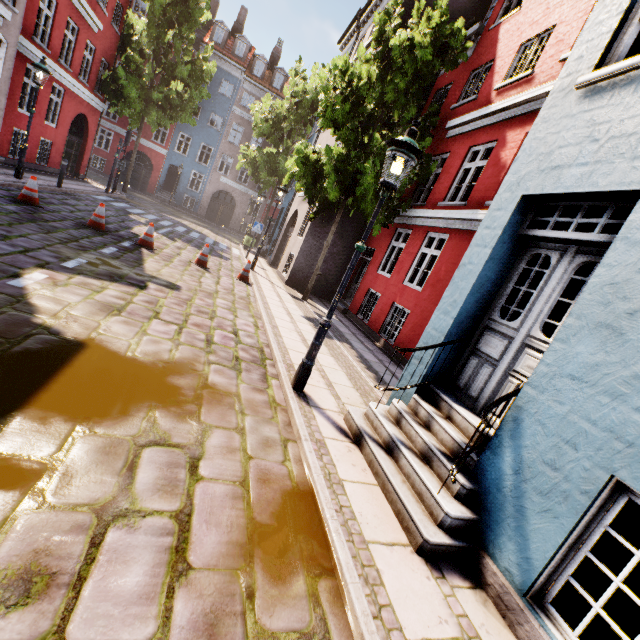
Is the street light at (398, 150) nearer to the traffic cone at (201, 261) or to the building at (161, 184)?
the building at (161, 184)

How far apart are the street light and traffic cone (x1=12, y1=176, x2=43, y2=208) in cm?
926

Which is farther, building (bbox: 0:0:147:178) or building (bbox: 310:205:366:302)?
building (bbox: 310:205:366:302)

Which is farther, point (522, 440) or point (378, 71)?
point (378, 71)

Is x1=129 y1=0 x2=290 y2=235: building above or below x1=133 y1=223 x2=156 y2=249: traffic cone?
above

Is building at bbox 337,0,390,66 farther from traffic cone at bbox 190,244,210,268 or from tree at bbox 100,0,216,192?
traffic cone at bbox 190,244,210,268

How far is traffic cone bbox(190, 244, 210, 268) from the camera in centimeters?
1047cm

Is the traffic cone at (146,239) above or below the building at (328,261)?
below
